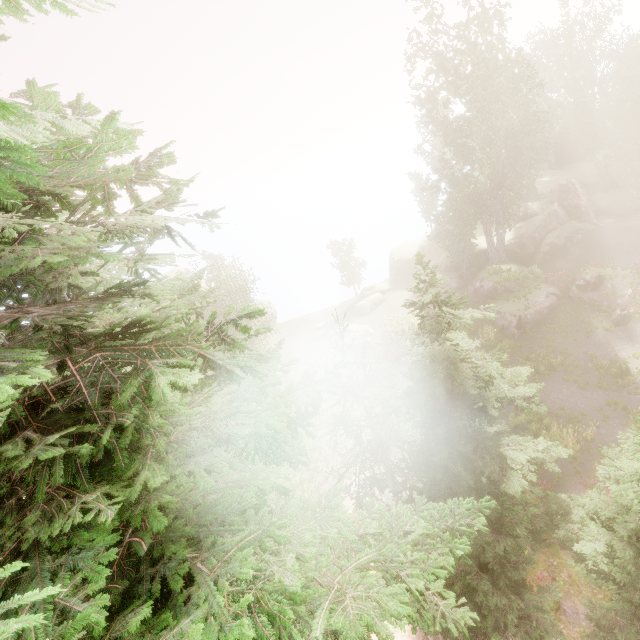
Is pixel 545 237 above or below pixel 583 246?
above

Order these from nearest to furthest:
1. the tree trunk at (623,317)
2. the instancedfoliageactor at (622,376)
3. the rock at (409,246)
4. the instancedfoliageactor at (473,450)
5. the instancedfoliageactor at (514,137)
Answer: the instancedfoliageactor at (473,450) → the instancedfoliageactor at (622,376) → the tree trunk at (623,317) → the instancedfoliageactor at (514,137) → the rock at (409,246)

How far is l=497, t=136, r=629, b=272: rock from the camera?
31.7m

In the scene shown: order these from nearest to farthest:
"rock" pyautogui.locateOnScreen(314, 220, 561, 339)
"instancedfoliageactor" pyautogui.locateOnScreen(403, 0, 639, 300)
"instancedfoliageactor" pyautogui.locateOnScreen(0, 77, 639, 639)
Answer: "instancedfoliageactor" pyautogui.locateOnScreen(0, 77, 639, 639) < "instancedfoliageactor" pyautogui.locateOnScreen(403, 0, 639, 300) < "rock" pyautogui.locateOnScreen(314, 220, 561, 339)

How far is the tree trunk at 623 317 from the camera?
21.5m

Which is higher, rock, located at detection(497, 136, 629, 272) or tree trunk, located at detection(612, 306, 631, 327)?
rock, located at detection(497, 136, 629, 272)

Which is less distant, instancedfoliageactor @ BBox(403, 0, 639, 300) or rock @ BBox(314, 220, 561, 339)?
instancedfoliageactor @ BBox(403, 0, 639, 300)

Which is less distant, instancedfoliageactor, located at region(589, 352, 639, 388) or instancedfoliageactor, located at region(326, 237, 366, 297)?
instancedfoliageactor, located at region(589, 352, 639, 388)
